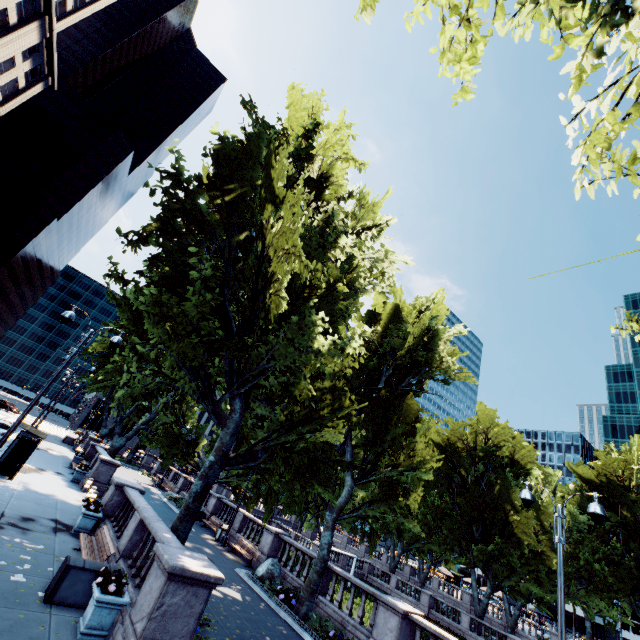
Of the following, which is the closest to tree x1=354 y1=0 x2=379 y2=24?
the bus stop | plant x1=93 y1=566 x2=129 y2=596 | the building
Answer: plant x1=93 y1=566 x2=129 y2=596

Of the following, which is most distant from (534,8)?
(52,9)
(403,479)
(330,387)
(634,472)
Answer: (52,9)

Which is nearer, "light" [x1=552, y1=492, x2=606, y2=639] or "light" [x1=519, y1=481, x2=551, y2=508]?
"light" [x1=552, y1=492, x2=606, y2=639]

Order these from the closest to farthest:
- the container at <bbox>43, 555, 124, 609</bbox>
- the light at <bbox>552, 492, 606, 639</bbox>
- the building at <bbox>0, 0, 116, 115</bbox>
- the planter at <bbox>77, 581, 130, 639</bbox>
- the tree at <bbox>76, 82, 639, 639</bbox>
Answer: the planter at <bbox>77, 581, 130, 639</bbox>
the container at <bbox>43, 555, 124, 609</bbox>
the light at <bbox>552, 492, 606, 639</bbox>
the tree at <bbox>76, 82, 639, 639</bbox>
the building at <bbox>0, 0, 116, 115</bbox>

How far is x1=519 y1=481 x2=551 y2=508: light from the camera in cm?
1071

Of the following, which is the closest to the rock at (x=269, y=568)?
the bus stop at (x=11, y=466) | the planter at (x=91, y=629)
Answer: the planter at (x=91, y=629)

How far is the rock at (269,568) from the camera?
16.8m

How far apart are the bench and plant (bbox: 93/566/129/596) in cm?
237
